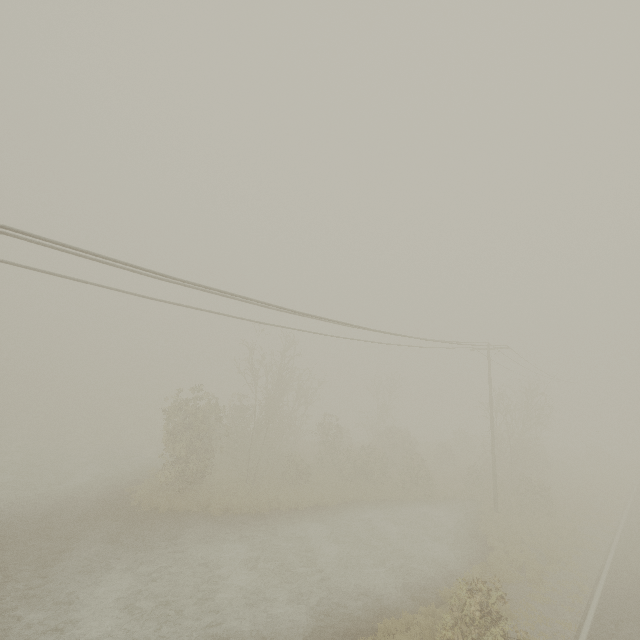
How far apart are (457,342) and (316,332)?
11.54m

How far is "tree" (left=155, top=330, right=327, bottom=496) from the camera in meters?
20.7 m

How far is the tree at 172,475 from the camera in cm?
2066
